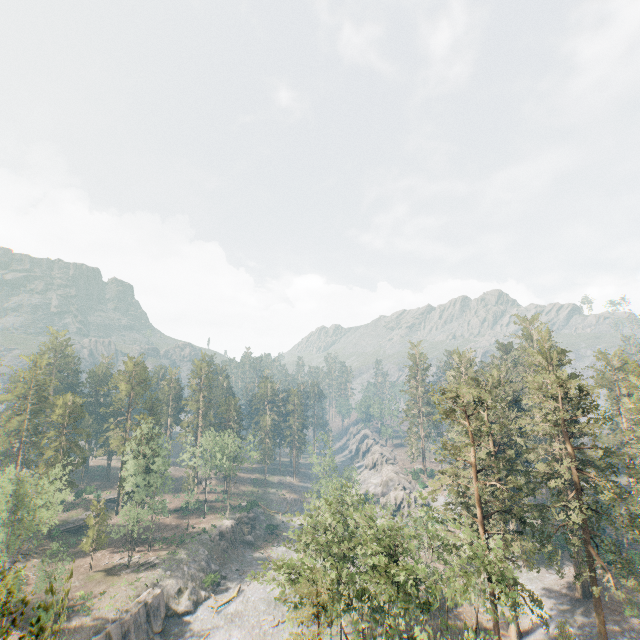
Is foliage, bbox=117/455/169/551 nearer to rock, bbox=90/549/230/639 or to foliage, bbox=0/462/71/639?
rock, bbox=90/549/230/639

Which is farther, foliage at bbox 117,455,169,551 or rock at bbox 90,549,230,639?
foliage at bbox 117,455,169,551

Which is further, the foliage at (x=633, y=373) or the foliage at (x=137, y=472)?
the foliage at (x=137, y=472)

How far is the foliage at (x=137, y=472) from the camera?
53.4m

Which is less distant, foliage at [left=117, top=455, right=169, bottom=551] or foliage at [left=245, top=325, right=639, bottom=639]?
foliage at [left=245, top=325, right=639, bottom=639]

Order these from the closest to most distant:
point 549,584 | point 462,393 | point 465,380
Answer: point 462,393, point 465,380, point 549,584

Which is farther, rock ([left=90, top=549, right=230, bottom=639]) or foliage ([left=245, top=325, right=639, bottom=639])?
rock ([left=90, top=549, right=230, bottom=639])
